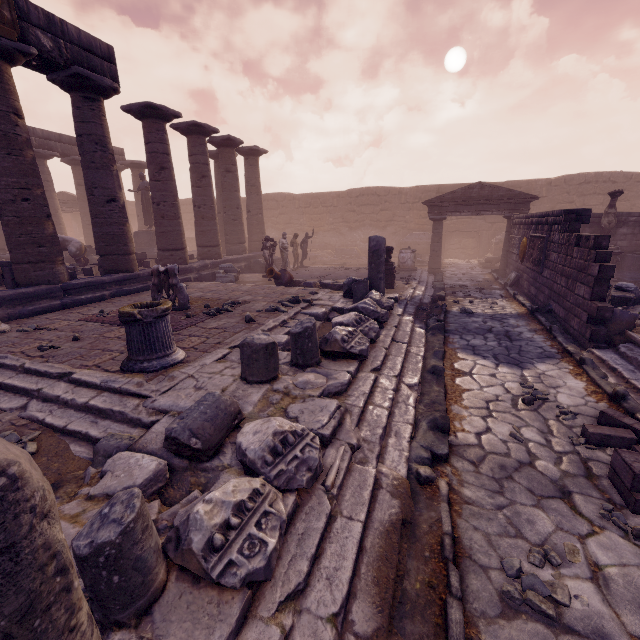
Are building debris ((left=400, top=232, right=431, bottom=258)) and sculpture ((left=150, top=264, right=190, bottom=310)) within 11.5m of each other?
no

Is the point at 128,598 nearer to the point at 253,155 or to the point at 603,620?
the point at 603,620

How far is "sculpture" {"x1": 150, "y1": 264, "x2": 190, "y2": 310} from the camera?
7.7 meters

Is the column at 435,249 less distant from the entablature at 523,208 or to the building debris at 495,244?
the entablature at 523,208

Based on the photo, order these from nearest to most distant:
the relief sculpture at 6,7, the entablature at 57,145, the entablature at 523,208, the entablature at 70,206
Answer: the relief sculpture at 6,7, the entablature at 523,208, the entablature at 57,145, the entablature at 70,206

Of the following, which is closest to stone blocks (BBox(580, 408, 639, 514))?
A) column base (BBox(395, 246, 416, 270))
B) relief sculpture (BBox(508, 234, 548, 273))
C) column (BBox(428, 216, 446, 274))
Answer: relief sculpture (BBox(508, 234, 548, 273))

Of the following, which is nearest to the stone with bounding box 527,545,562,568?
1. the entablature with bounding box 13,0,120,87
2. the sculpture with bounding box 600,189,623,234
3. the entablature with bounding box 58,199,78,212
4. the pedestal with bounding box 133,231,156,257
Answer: the entablature with bounding box 13,0,120,87

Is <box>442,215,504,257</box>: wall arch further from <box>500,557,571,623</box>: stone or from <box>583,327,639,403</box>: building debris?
<box>500,557,571,623</box>: stone
